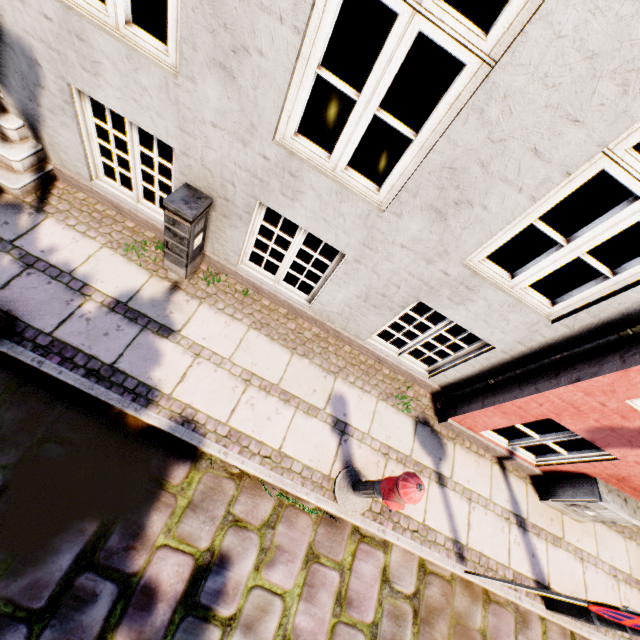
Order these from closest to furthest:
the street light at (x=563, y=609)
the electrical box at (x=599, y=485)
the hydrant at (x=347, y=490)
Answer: the hydrant at (x=347, y=490), the street light at (x=563, y=609), the electrical box at (x=599, y=485)

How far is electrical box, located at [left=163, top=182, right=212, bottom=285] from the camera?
3.0 meters

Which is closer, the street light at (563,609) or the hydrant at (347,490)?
the hydrant at (347,490)

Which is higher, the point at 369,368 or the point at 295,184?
the point at 295,184

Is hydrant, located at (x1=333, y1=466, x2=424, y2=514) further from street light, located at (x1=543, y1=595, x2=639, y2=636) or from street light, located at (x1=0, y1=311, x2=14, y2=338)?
street light, located at (x1=0, y1=311, x2=14, y2=338)

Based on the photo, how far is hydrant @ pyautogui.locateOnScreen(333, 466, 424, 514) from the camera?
2.75m

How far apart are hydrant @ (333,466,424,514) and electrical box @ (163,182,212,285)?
2.9m

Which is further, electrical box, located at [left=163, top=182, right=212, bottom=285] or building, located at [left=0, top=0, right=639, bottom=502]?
electrical box, located at [left=163, top=182, right=212, bottom=285]
